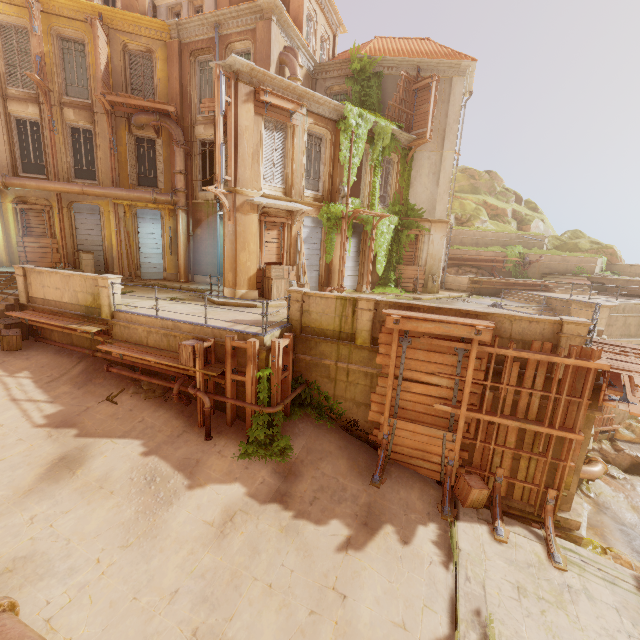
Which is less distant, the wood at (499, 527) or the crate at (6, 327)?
the wood at (499, 527)

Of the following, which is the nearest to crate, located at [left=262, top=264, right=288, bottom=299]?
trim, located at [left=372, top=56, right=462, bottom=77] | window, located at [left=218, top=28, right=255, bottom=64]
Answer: window, located at [left=218, top=28, right=255, bottom=64]

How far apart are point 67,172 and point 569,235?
41.0m

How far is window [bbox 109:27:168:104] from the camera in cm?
1595

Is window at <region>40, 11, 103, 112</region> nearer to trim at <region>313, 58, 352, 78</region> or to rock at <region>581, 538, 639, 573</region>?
trim at <region>313, 58, 352, 78</region>

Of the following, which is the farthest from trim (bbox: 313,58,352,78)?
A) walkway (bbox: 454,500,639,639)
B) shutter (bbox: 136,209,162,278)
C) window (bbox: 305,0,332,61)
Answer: walkway (bbox: 454,500,639,639)

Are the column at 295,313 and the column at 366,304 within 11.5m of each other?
yes

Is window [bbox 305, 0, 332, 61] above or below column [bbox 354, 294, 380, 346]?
above
